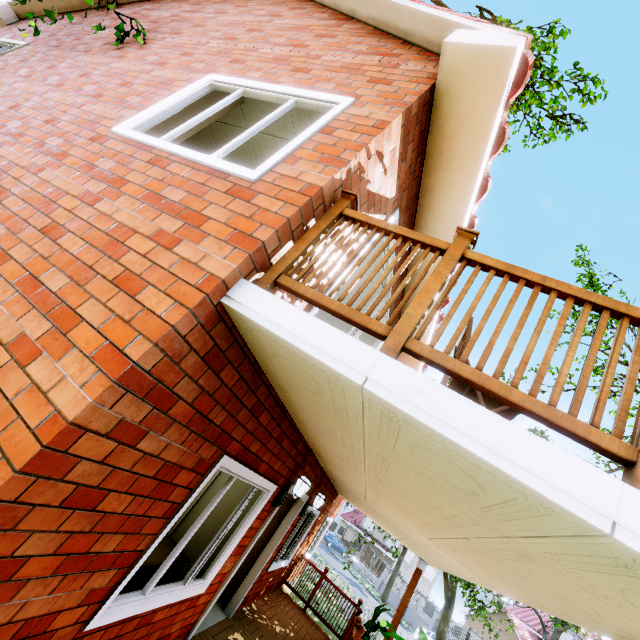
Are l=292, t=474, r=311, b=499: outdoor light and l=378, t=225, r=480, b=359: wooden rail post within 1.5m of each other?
no

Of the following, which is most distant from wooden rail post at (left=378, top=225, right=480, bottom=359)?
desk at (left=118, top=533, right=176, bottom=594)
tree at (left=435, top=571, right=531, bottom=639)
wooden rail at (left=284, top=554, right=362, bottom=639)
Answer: wooden rail at (left=284, top=554, right=362, bottom=639)

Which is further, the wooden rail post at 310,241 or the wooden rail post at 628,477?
the wooden rail post at 310,241

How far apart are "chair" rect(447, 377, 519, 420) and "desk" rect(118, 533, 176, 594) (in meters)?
2.99

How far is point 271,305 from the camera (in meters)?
1.85

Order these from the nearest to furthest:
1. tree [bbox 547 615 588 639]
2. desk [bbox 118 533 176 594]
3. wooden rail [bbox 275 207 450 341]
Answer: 1. wooden rail [bbox 275 207 450 341]
2. desk [bbox 118 533 176 594]
3. tree [bbox 547 615 588 639]

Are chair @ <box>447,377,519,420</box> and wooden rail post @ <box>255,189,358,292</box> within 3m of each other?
yes

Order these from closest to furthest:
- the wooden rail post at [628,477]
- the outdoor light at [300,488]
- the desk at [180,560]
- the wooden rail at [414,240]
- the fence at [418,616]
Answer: the wooden rail post at [628,477], the wooden rail at [414,240], the desk at [180,560], the outdoor light at [300,488], the fence at [418,616]
